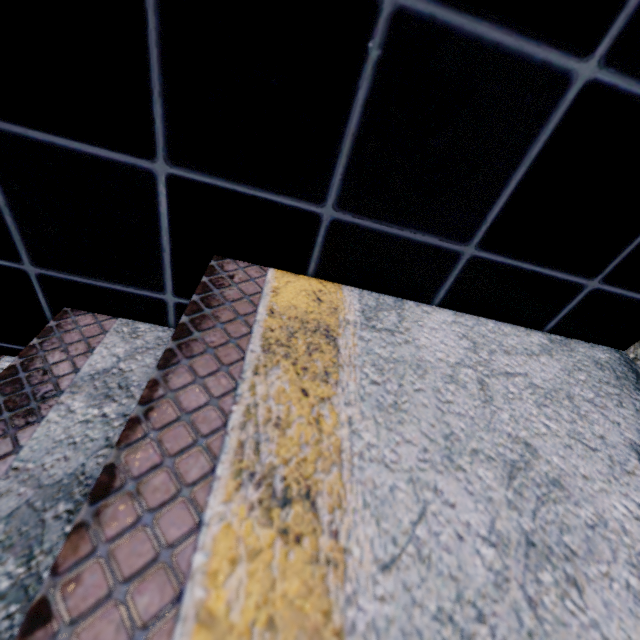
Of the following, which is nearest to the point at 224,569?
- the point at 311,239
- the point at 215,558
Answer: the point at 215,558
